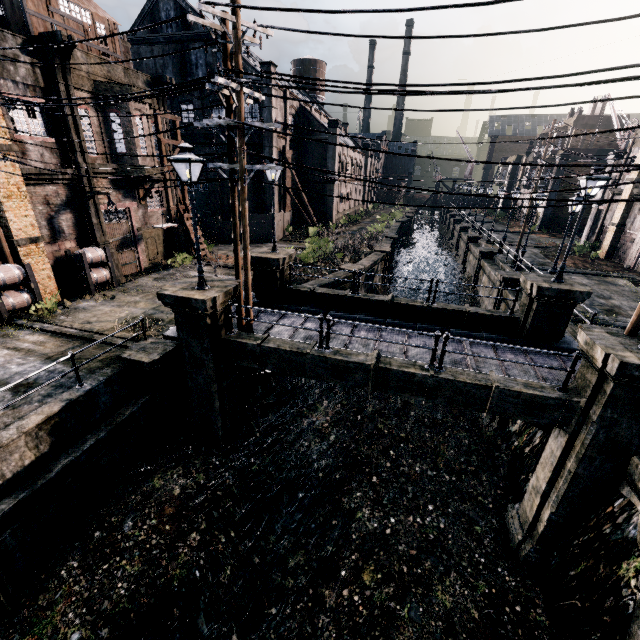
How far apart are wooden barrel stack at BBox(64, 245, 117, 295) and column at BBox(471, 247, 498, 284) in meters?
29.0

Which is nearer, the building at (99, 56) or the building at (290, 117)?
the building at (99, 56)

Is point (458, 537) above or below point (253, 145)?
below

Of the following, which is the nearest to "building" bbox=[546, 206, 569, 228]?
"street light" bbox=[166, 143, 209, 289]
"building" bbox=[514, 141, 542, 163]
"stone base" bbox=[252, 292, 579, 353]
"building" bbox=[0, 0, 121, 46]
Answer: "building" bbox=[514, 141, 542, 163]

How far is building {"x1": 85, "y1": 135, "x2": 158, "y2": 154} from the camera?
18.3m

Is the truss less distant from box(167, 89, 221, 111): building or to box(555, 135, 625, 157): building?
box(167, 89, 221, 111): building

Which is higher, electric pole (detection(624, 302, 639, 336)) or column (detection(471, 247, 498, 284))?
electric pole (detection(624, 302, 639, 336))
